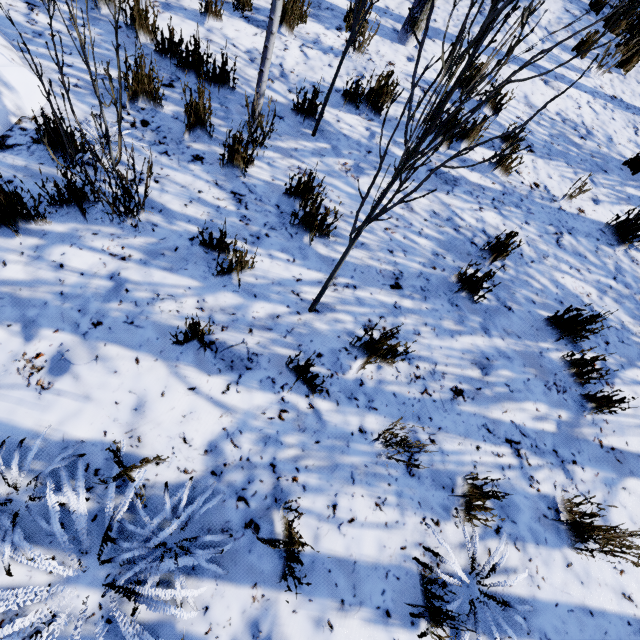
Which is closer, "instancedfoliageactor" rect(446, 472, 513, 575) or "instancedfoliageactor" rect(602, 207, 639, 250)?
"instancedfoliageactor" rect(446, 472, 513, 575)

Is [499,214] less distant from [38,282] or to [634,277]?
[634,277]

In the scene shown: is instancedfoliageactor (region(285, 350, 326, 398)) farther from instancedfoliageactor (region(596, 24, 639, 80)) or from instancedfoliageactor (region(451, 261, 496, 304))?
instancedfoliageactor (region(596, 24, 639, 80))

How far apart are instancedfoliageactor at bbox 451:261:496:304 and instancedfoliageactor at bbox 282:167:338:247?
1.2m

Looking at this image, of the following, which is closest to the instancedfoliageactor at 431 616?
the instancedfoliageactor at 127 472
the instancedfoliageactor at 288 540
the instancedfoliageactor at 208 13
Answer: the instancedfoliageactor at 208 13

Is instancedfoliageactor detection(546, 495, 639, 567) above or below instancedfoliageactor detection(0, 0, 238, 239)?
above

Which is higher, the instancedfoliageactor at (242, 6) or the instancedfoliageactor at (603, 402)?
the instancedfoliageactor at (603, 402)

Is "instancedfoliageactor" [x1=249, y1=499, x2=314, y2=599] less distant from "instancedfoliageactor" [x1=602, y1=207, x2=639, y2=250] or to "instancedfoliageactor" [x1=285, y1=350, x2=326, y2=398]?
"instancedfoliageactor" [x1=285, y1=350, x2=326, y2=398]
